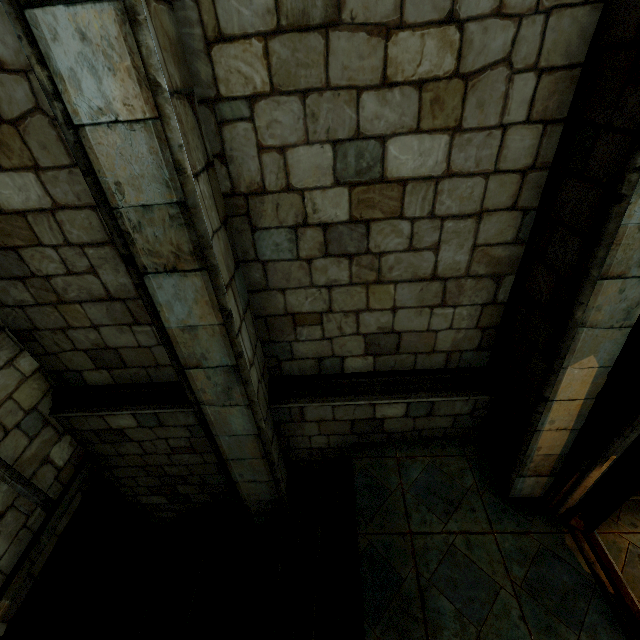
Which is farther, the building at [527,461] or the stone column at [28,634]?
the stone column at [28,634]

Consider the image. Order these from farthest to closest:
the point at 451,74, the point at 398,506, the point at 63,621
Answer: the point at 63,621
the point at 398,506
the point at 451,74

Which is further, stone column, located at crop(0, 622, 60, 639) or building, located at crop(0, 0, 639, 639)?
stone column, located at crop(0, 622, 60, 639)
